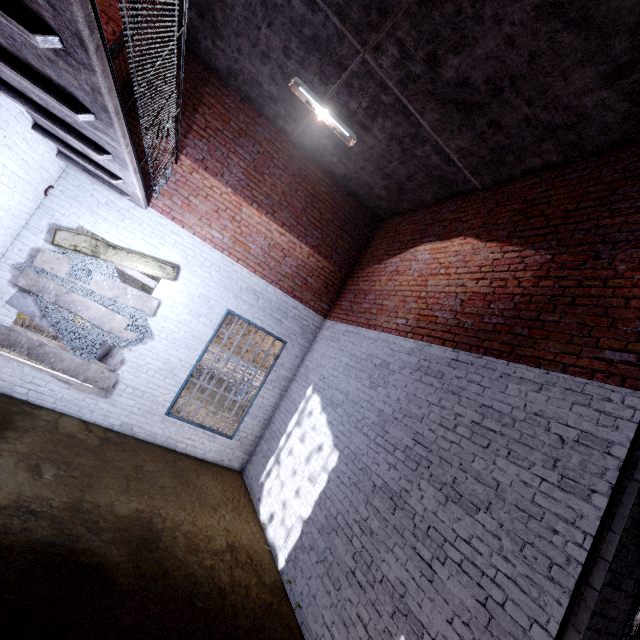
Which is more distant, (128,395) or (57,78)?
(128,395)

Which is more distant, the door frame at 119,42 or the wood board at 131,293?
the wood board at 131,293

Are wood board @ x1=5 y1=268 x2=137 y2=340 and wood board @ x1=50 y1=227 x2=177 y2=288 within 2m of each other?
yes

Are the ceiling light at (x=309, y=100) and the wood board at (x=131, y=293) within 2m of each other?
no

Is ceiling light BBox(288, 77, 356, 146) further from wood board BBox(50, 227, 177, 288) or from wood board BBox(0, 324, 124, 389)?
wood board BBox(0, 324, 124, 389)

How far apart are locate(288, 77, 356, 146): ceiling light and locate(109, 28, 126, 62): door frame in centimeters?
234cm

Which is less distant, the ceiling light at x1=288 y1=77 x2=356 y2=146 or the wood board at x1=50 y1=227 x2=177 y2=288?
the ceiling light at x1=288 y1=77 x2=356 y2=146

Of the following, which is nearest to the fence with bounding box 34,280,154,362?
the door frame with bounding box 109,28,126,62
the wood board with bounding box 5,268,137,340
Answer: the wood board with bounding box 5,268,137,340
